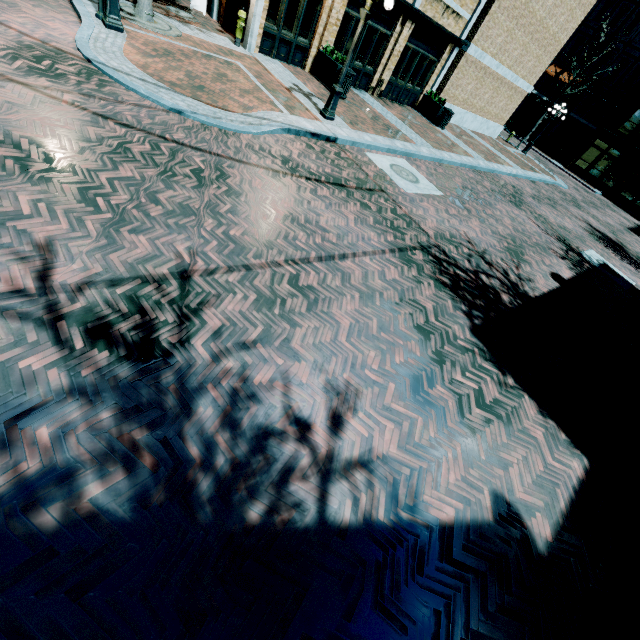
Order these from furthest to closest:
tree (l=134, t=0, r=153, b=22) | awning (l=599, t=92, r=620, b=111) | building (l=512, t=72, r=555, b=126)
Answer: building (l=512, t=72, r=555, b=126), awning (l=599, t=92, r=620, b=111), tree (l=134, t=0, r=153, b=22)

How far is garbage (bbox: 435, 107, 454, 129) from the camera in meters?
16.5

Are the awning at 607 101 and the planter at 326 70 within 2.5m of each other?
no

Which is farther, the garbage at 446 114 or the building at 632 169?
the building at 632 169

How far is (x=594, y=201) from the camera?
25.00m

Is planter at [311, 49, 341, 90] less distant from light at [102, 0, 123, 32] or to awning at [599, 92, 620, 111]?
light at [102, 0, 123, 32]

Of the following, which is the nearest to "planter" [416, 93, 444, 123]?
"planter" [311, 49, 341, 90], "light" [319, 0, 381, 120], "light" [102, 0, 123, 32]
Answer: "planter" [311, 49, 341, 90]

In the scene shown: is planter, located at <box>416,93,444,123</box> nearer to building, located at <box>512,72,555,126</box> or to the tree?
building, located at <box>512,72,555,126</box>
